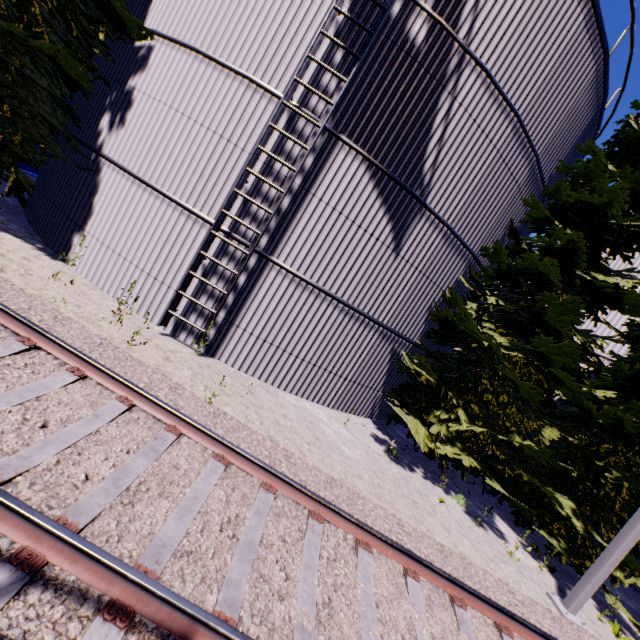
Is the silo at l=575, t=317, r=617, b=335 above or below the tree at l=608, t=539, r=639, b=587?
above

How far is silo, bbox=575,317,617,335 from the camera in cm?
1178

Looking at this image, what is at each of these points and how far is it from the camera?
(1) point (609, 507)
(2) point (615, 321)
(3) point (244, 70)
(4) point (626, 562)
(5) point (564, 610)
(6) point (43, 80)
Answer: (1) tree, 8.1 meters
(2) silo, 11.8 meters
(3) silo, 7.0 meters
(4) tree, 7.0 meters
(5) light, 6.1 meters
(6) tree, 7.7 meters

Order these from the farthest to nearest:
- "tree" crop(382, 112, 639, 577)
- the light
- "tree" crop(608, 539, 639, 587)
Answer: "tree" crop(382, 112, 639, 577) → "tree" crop(608, 539, 639, 587) → the light

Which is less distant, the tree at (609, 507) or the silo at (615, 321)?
the tree at (609, 507)

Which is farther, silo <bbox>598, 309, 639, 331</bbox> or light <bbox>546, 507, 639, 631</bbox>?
silo <bbox>598, 309, 639, 331</bbox>

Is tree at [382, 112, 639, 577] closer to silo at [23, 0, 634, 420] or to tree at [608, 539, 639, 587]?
silo at [23, 0, 634, 420]

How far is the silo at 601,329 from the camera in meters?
11.8 m
